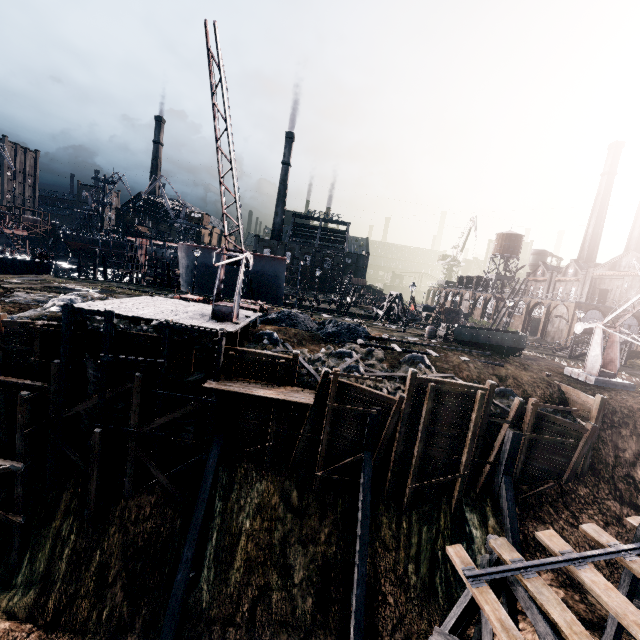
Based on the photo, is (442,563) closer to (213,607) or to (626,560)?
(626,560)

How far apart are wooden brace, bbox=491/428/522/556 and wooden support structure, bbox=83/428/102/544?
22.5m

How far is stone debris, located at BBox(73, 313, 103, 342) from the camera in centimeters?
1974cm

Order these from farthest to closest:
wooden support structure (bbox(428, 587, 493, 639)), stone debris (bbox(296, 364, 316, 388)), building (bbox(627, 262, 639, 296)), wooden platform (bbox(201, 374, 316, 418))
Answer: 1. building (bbox(627, 262, 639, 296))
2. stone debris (bbox(296, 364, 316, 388))
3. wooden platform (bbox(201, 374, 316, 418))
4. wooden support structure (bbox(428, 587, 493, 639))

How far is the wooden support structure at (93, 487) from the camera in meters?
17.0 m

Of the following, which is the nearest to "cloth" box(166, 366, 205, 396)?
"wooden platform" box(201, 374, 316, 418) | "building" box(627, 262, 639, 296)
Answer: "wooden platform" box(201, 374, 316, 418)

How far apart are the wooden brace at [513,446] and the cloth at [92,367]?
23.2 meters
